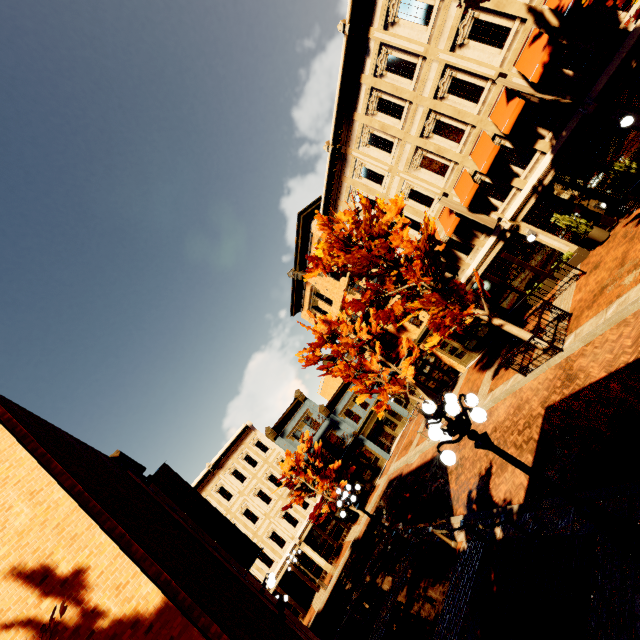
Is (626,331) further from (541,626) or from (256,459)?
(256,459)

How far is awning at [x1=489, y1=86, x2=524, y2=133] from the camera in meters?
11.8

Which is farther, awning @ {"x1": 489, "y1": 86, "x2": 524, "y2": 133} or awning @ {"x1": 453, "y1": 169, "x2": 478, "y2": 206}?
awning @ {"x1": 453, "y1": 169, "x2": 478, "y2": 206}

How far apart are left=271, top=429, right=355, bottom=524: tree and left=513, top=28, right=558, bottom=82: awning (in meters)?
26.53

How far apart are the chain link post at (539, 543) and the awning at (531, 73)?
14.30m

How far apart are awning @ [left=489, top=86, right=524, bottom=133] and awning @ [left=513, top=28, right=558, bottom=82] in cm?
56

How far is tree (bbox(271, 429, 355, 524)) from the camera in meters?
26.5

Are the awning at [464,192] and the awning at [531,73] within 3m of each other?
no
